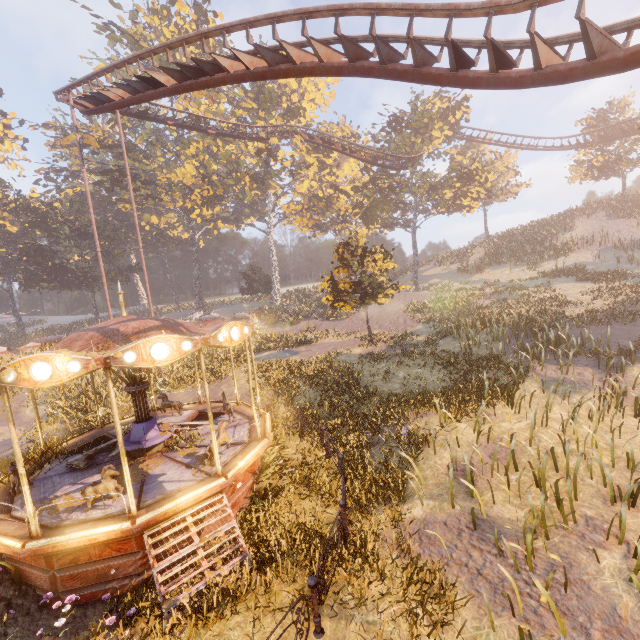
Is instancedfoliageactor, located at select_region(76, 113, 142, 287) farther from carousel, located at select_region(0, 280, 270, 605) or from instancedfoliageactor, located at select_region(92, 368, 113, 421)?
instancedfoliageactor, located at select_region(92, 368, 113, 421)

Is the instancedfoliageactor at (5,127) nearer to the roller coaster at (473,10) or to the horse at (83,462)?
the roller coaster at (473,10)

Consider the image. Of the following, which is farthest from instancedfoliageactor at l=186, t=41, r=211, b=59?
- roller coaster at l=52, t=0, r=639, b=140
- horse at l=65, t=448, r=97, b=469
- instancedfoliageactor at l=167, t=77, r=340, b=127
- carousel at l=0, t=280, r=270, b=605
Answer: horse at l=65, t=448, r=97, b=469

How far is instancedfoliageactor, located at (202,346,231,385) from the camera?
18.7 meters

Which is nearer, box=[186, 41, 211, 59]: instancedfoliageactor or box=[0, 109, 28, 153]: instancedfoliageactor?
box=[186, 41, 211, 59]: instancedfoliageactor

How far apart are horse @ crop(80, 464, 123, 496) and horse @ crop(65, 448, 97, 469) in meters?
2.1

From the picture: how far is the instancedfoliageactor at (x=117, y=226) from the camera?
35.1 meters

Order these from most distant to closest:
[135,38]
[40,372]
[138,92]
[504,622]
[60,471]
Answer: [135,38]
[138,92]
[60,471]
[40,372]
[504,622]
